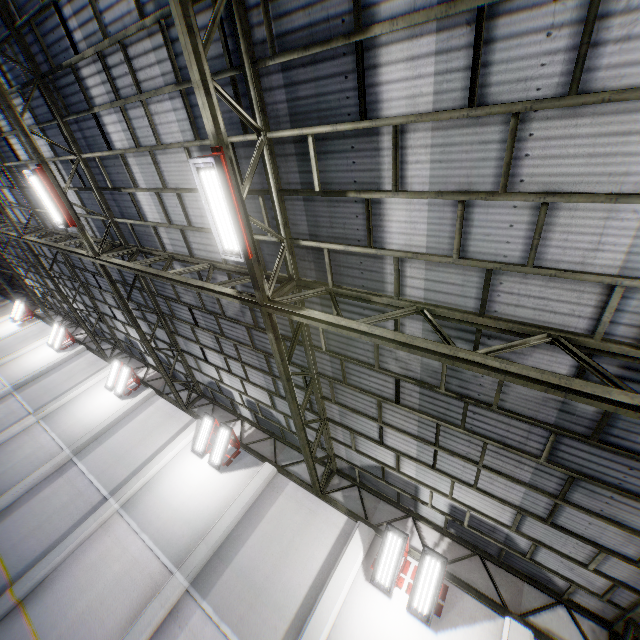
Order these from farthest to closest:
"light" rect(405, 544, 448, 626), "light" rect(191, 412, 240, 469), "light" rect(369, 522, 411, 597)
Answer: "light" rect(191, 412, 240, 469), "light" rect(369, 522, 411, 597), "light" rect(405, 544, 448, 626)

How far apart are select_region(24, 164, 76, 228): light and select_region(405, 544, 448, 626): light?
13.1m

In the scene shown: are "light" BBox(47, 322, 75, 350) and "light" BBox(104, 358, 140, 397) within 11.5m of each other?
yes

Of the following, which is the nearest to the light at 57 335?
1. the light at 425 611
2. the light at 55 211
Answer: the light at 55 211

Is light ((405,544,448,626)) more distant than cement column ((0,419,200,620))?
No

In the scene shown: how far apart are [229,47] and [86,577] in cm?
1413

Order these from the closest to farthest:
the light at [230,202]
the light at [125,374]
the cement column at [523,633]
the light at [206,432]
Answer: the light at [230,202]
the cement column at [523,633]
the light at [206,432]
the light at [125,374]

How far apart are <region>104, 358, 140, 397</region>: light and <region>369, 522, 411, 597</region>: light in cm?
1349
